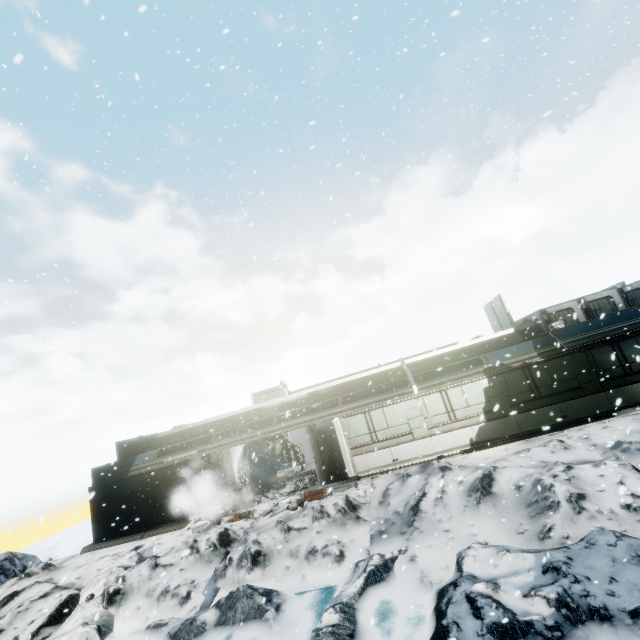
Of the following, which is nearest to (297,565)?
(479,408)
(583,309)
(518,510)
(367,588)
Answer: (367,588)

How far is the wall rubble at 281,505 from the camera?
13.12m

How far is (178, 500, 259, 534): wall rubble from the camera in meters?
13.8 m

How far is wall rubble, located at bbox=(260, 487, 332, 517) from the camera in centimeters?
1312cm

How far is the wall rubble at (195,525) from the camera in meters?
13.8 m

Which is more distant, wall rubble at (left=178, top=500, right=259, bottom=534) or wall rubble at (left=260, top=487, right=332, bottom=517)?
wall rubble at (left=178, top=500, right=259, bottom=534)
